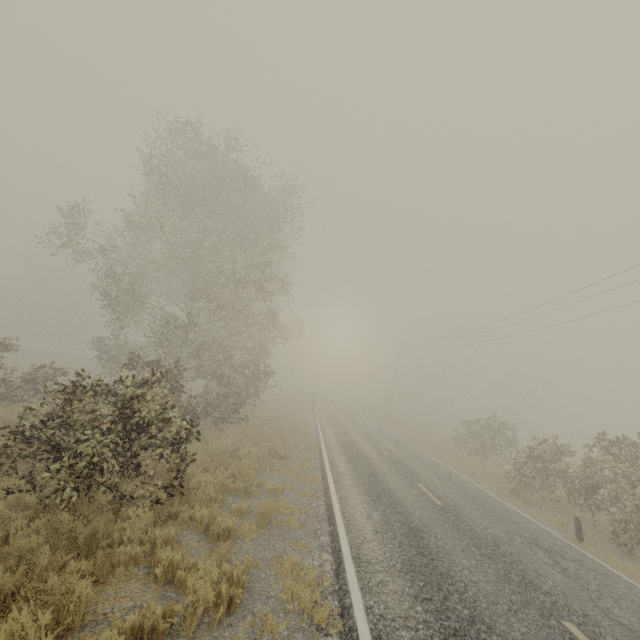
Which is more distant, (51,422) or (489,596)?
(51,422)

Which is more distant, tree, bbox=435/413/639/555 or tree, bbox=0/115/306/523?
tree, bbox=435/413/639/555

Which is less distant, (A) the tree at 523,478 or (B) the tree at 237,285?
(B) the tree at 237,285
